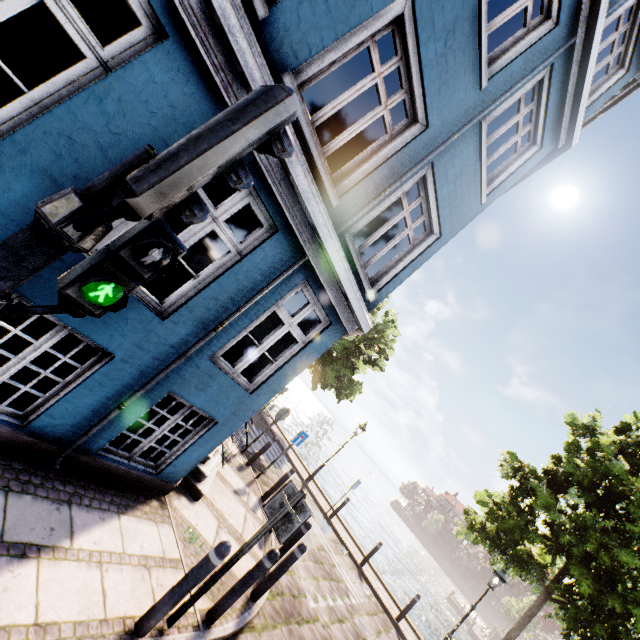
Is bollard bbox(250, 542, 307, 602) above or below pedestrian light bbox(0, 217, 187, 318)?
below

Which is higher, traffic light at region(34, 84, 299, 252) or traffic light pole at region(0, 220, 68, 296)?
traffic light at region(34, 84, 299, 252)

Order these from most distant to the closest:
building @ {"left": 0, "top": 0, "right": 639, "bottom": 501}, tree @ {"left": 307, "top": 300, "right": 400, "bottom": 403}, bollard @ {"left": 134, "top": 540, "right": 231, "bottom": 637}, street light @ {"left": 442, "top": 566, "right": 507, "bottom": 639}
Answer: tree @ {"left": 307, "top": 300, "right": 400, "bottom": 403} < street light @ {"left": 442, "top": 566, "right": 507, "bottom": 639} < bollard @ {"left": 134, "top": 540, "right": 231, "bottom": 637} < building @ {"left": 0, "top": 0, "right": 639, "bottom": 501}

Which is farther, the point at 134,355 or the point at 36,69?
the point at 36,69

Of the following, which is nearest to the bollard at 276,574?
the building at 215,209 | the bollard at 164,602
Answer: the building at 215,209

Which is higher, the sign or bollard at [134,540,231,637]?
the sign

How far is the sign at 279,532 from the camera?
3.68m

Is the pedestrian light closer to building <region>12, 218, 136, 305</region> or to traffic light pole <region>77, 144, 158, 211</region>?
traffic light pole <region>77, 144, 158, 211</region>
